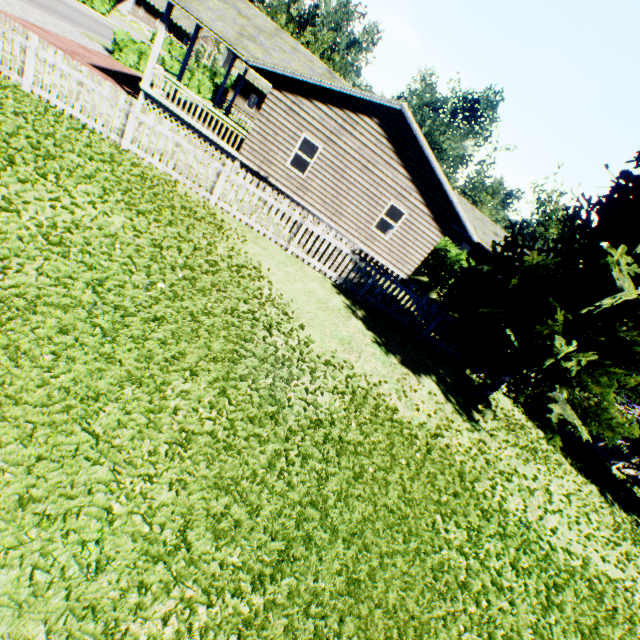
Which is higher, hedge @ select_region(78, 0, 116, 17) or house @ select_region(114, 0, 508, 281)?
house @ select_region(114, 0, 508, 281)

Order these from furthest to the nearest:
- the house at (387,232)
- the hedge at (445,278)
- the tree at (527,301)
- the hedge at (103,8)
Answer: the hedge at (103,8) → the hedge at (445,278) → the house at (387,232) → the tree at (527,301)

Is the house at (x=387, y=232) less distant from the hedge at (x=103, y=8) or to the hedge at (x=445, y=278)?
the hedge at (x=445, y=278)

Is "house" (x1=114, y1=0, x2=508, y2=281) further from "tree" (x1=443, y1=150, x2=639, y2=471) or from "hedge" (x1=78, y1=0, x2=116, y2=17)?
"hedge" (x1=78, y1=0, x2=116, y2=17)

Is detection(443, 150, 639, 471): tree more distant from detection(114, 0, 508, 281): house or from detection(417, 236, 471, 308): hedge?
detection(114, 0, 508, 281): house

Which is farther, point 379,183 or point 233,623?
point 379,183

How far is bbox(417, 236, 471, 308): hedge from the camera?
15.63m
